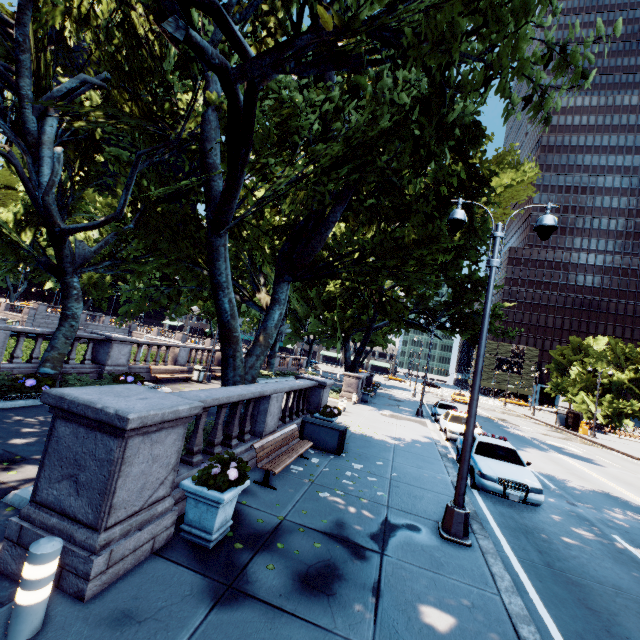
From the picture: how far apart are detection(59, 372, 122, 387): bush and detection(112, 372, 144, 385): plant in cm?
1

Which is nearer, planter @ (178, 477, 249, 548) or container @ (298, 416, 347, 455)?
planter @ (178, 477, 249, 548)

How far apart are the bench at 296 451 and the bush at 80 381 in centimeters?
815cm

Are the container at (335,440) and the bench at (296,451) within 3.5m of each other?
yes

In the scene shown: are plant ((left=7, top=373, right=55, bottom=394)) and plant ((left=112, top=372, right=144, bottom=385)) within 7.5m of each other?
yes

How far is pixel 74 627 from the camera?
3.3 meters

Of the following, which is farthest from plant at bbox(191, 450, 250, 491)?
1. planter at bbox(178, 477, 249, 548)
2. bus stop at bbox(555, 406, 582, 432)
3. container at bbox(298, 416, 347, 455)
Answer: bus stop at bbox(555, 406, 582, 432)

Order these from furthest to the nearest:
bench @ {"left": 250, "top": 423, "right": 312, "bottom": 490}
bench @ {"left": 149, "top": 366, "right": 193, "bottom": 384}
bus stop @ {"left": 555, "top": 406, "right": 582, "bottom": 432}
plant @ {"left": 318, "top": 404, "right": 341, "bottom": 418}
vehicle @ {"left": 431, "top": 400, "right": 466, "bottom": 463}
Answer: bus stop @ {"left": 555, "top": 406, "right": 582, "bottom": 432}
bench @ {"left": 149, "top": 366, "right": 193, "bottom": 384}
vehicle @ {"left": 431, "top": 400, "right": 466, "bottom": 463}
plant @ {"left": 318, "top": 404, "right": 341, "bottom": 418}
bench @ {"left": 250, "top": 423, "right": 312, "bottom": 490}
